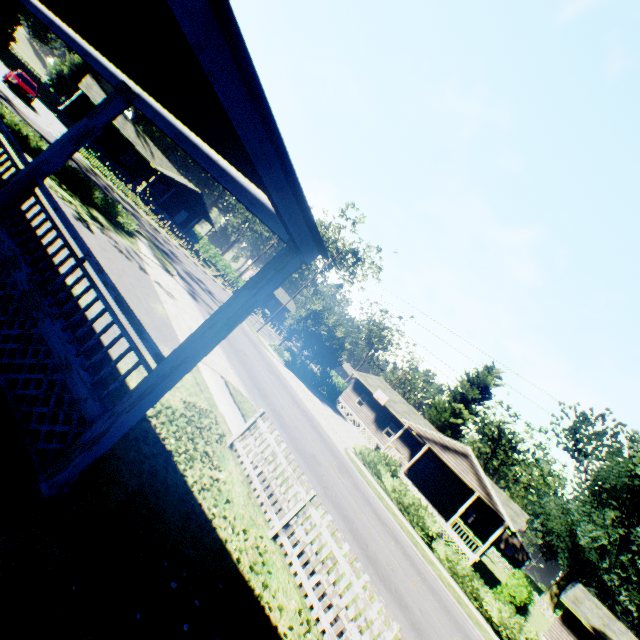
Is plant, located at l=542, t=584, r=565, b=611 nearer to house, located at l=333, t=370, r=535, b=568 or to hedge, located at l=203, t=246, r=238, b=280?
house, located at l=333, t=370, r=535, b=568

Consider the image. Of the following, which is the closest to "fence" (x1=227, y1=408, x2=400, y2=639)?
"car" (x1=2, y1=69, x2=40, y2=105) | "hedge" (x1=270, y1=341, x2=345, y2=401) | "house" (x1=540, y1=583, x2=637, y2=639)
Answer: "hedge" (x1=270, y1=341, x2=345, y2=401)

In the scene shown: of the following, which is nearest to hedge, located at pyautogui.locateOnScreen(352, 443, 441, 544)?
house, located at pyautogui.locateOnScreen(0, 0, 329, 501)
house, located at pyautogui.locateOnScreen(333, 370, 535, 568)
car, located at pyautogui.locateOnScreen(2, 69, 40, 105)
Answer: house, located at pyautogui.locateOnScreen(333, 370, 535, 568)

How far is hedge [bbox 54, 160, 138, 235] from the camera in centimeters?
1616cm

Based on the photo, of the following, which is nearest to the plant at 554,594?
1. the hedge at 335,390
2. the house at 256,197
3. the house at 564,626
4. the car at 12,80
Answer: the house at 256,197

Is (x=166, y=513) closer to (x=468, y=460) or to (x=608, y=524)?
(x=468, y=460)

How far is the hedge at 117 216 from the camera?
16.16m

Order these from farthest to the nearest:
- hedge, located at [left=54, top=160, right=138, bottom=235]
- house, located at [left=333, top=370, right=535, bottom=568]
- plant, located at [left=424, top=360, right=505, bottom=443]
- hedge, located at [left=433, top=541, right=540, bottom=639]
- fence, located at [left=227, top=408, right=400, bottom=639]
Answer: plant, located at [left=424, top=360, right=505, bottom=443] → house, located at [left=333, top=370, right=535, bottom=568] → hedge, located at [left=54, top=160, right=138, bottom=235] → hedge, located at [left=433, top=541, right=540, bottom=639] → fence, located at [left=227, top=408, right=400, bottom=639]
